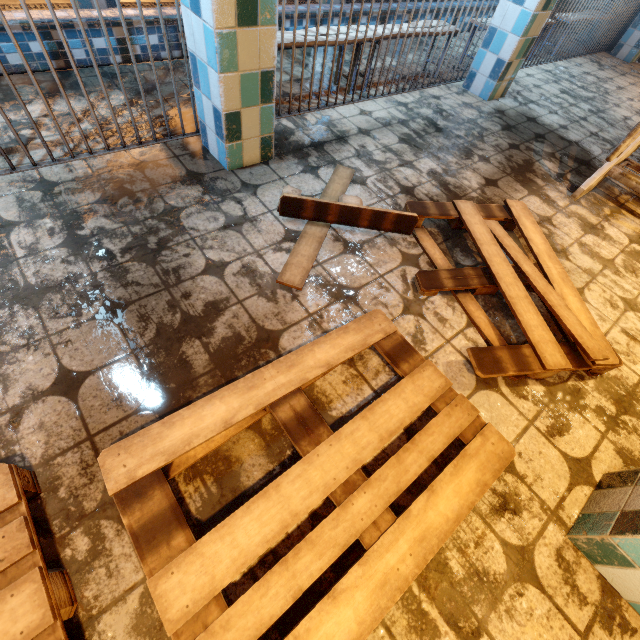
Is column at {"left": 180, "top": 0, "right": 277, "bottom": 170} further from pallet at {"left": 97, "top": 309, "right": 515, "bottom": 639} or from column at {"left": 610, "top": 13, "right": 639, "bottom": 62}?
column at {"left": 610, "top": 13, "right": 639, "bottom": 62}

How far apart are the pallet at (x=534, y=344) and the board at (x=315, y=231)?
0.09m

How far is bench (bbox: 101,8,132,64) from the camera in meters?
2.5

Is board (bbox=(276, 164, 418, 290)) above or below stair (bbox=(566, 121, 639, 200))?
below

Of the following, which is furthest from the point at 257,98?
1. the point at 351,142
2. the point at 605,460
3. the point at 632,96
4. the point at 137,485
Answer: the point at 632,96

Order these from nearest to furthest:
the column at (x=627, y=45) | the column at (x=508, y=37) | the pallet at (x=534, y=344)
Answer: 1. the pallet at (x=534, y=344)
2. the column at (x=508, y=37)
3. the column at (x=627, y=45)

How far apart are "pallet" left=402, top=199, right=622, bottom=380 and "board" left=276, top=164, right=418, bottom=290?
0.09m
